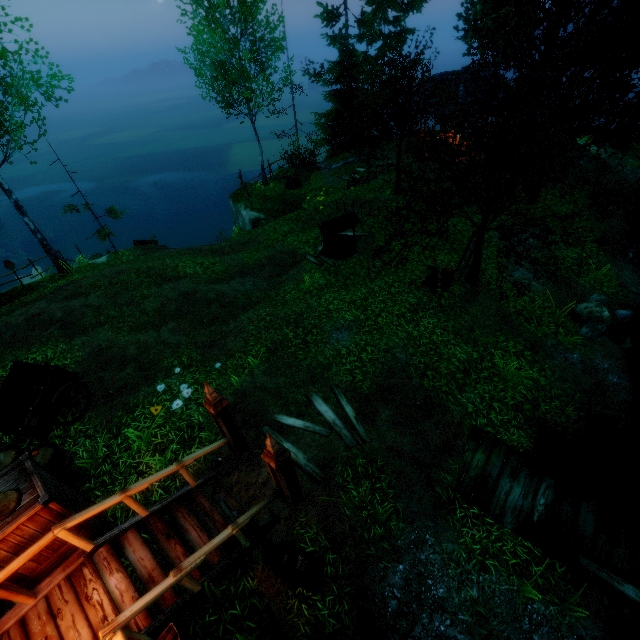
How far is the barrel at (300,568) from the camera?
5.40m

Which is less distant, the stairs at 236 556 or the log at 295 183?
the stairs at 236 556

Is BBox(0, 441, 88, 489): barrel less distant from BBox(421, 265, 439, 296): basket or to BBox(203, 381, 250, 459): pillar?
BBox(203, 381, 250, 459): pillar

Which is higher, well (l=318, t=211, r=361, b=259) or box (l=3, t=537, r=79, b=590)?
box (l=3, t=537, r=79, b=590)

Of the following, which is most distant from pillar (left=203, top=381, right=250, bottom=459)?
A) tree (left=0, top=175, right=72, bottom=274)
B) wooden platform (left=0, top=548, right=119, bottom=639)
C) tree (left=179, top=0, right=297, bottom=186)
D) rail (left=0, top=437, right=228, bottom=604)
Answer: tree (left=0, top=175, right=72, bottom=274)

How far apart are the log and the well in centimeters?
702cm

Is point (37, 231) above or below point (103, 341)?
above

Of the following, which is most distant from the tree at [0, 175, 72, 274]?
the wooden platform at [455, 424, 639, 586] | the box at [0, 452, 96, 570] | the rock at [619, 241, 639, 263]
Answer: the rock at [619, 241, 639, 263]
